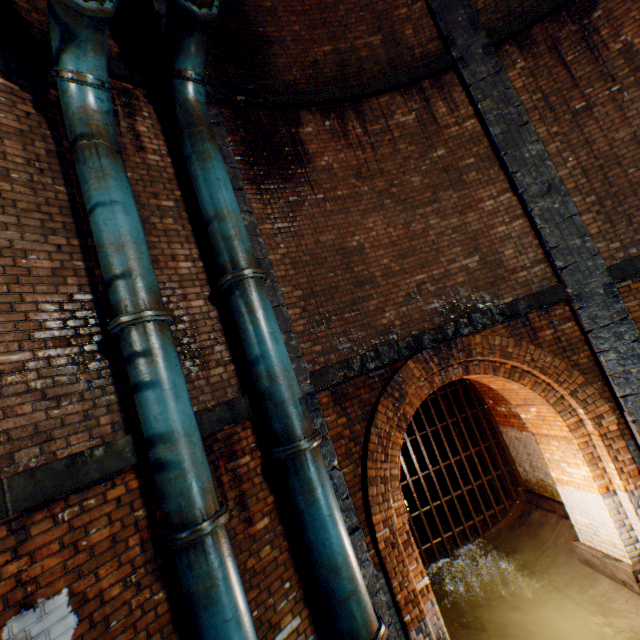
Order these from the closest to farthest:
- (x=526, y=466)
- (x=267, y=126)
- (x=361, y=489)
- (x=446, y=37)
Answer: (x=361, y=489), (x=267, y=126), (x=446, y=37), (x=526, y=466)

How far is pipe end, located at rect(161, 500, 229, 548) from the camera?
2.7m

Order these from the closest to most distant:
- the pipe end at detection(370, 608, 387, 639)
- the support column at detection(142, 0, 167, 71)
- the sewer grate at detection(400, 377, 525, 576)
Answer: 1. the pipe end at detection(370, 608, 387, 639)
2. the support column at detection(142, 0, 167, 71)
3. the sewer grate at detection(400, 377, 525, 576)

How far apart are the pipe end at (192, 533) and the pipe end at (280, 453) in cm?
69

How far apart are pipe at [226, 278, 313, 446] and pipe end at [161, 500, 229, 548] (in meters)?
0.73

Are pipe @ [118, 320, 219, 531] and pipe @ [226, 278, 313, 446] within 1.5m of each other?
yes

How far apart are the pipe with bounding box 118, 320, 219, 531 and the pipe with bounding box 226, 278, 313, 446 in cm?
78

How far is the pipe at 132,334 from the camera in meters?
2.8
